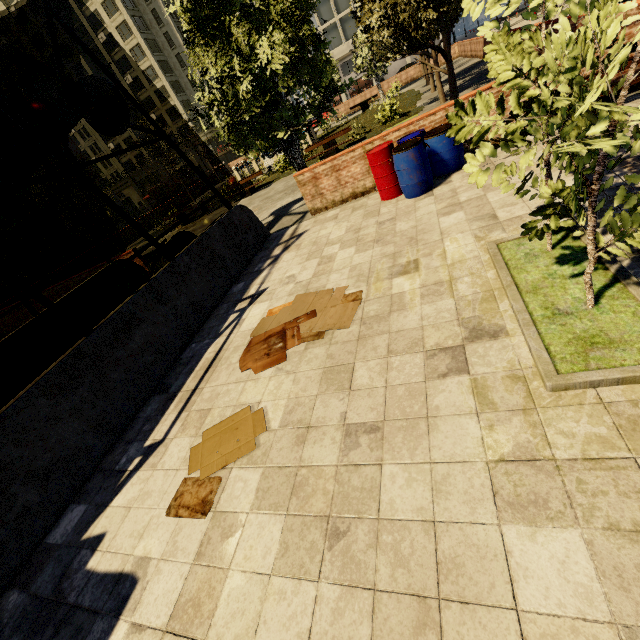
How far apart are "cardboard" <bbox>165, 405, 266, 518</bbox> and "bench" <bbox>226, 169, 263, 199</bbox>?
16.9m

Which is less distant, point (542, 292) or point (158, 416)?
point (542, 292)

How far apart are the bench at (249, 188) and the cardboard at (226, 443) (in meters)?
16.86

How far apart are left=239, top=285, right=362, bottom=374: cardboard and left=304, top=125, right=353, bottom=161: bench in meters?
13.2

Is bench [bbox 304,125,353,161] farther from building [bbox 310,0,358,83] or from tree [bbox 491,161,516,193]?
building [bbox 310,0,358,83]

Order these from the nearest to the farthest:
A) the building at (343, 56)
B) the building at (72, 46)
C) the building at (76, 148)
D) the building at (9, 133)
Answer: the building at (9, 133)
the building at (343, 56)
the building at (76, 148)
the building at (72, 46)

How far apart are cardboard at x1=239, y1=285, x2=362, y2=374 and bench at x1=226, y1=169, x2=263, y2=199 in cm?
1458

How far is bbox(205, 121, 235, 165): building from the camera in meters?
55.7
